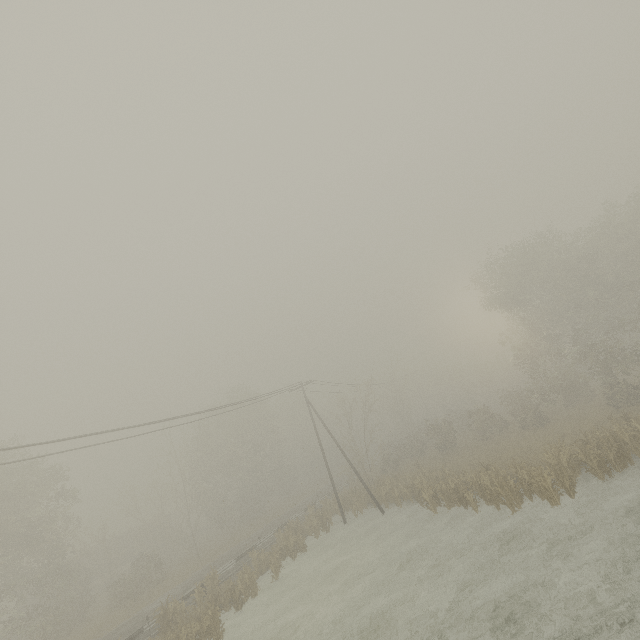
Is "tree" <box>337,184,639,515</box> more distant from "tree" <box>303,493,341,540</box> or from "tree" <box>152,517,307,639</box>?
"tree" <box>152,517,307,639</box>

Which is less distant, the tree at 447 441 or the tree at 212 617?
the tree at 212 617

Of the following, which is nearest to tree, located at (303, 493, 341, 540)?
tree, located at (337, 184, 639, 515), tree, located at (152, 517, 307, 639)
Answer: tree, located at (337, 184, 639, 515)

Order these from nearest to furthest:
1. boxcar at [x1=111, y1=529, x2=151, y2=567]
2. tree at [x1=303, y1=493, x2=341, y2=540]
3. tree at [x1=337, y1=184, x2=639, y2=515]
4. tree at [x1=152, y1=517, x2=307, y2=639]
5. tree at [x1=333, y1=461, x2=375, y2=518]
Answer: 1. tree at [x1=152, y1=517, x2=307, y2=639]
2. tree at [x1=337, y1=184, x2=639, y2=515]
3. tree at [x1=303, y1=493, x2=341, y2=540]
4. tree at [x1=333, y1=461, x2=375, y2=518]
5. boxcar at [x1=111, y1=529, x2=151, y2=567]

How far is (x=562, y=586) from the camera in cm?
1052

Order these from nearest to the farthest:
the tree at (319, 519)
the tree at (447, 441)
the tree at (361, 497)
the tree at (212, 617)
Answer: the tree at (212, 617) < the tree at (447, 441) < the tree at (319, 519) < the tree at (361, 497)

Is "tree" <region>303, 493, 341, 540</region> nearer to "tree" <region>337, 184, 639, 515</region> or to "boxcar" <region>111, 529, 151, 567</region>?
"tree" <region>337, 184, 639, 515</region>

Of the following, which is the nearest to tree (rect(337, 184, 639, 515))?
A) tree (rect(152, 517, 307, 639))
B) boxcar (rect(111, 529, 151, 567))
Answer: tree (rect(152, 517, 307, 639))
